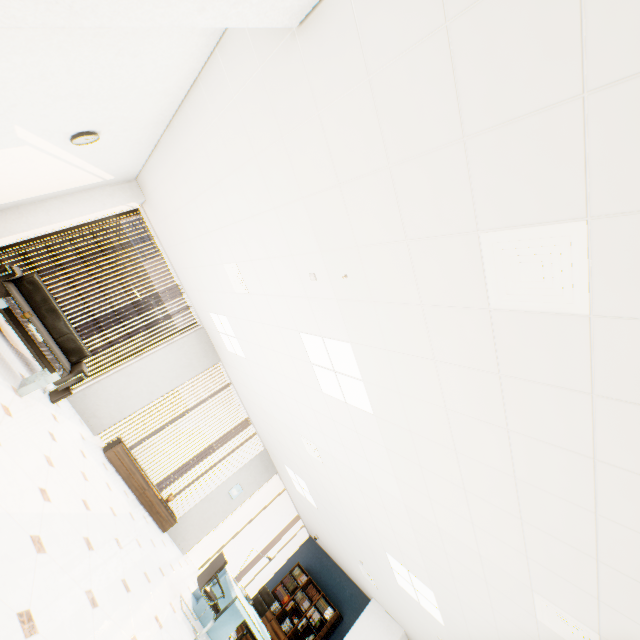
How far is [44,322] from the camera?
5.5m

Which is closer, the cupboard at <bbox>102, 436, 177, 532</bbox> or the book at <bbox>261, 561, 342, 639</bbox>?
the cupboard at <bbox>102, 436, 177, 532</bbox>

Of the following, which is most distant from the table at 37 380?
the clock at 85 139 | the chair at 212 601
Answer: the chair at 212 601

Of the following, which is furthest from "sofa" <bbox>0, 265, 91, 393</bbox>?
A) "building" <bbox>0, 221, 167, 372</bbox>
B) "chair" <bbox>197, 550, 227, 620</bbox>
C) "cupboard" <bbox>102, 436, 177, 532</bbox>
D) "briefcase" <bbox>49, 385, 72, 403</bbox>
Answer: "building" <bbox>0, 221, 167, 372</bbox>

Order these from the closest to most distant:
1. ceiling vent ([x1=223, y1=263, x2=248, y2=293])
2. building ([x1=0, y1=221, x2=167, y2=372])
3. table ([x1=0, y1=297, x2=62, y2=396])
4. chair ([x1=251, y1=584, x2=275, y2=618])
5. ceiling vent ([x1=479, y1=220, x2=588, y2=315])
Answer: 1. ceiling vent ([x1=479, y1=220, x2=588, y2=315])
2. table ([x1=0, y1=297, x2=62, y2=396])
3. ceiling vent ([x1=223, y1=263, x2=248, y2=293])
4. chair ([x1=251, y1=584, x2=275, y2=618])
5. building ([x1=0, y1=221, x2=167, y2=372])

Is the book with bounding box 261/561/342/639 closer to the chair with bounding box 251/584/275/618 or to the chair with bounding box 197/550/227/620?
the chair with bounding box 251/584/275/618

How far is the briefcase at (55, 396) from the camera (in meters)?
5.24

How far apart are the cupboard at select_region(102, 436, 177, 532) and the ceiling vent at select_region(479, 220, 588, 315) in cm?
746
